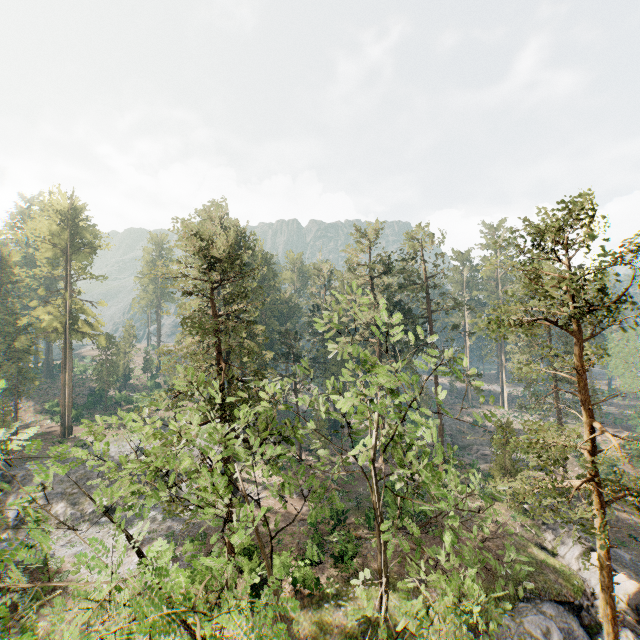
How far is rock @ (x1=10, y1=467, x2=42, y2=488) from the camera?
32.2 meters

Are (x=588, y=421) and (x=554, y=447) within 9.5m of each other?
yes

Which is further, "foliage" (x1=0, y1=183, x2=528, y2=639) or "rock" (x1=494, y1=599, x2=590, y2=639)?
"rock" (x1=494, y1=599, x2=590, y2=639)

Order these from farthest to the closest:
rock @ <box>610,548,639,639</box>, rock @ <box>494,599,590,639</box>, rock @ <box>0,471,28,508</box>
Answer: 1. rock @ <box>0,471,28,508</box>
2. rock @ <box>610,548,639,639</box>
3. rock @ <box>494,599,590,639</box>

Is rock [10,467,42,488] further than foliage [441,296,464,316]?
No

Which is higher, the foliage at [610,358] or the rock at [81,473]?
the foliage at [610,358]

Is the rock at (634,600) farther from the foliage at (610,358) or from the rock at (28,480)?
the rock at (28,480)
